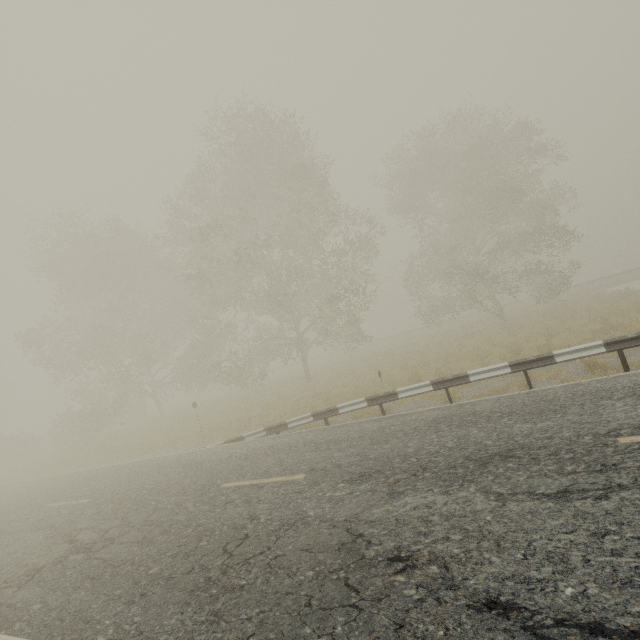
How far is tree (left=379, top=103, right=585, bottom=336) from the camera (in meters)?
20.39

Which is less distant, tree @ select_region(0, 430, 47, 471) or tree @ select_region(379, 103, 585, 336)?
tree @ select_region(379, 103, 585, 336)

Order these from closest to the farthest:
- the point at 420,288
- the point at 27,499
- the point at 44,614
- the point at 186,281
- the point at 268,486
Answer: the point at 44,614 → the point at 268,486 → the point at 27,499 → the point at 186,281 → the point at 420,288

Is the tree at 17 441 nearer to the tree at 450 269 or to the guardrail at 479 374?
the guardrail at 479 374

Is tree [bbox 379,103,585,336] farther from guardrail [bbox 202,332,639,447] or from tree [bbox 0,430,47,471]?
tree [bbox 0,430,47,471]

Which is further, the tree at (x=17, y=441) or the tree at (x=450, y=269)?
the tree at (x=17, y=441)

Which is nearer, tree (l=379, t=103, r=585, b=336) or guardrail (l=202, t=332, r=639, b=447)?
guardrail (l=202, t=332, r=639, b=447)
